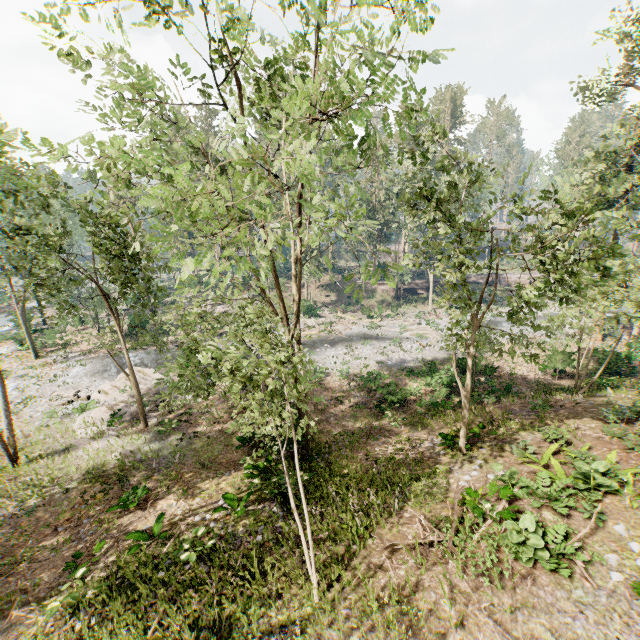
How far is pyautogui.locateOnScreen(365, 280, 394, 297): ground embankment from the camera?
49.6m

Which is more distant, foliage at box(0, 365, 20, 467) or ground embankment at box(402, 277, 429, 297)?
ground embankment at box(402, 277, 429, 297)

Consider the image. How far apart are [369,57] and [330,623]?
11.8m

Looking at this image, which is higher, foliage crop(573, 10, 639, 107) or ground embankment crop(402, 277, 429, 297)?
foliage crop(573, 10, 639, 107)

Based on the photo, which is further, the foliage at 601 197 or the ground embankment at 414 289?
the ground embankment at 414 289

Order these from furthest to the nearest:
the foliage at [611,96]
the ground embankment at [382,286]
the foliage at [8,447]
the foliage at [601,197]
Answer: the ground embankment at [382,286]
the foliage at [611,96]
the foliage at [8,447]
the foliage at [601,197]

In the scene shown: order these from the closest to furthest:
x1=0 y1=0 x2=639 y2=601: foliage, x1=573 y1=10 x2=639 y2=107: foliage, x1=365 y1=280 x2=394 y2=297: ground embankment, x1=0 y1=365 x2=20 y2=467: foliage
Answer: x1=0 y1=0 x2=639 y2=601: foliage → x1=0 y1=365 x2=20 y2=467: foliage → x1=573 y1=10 x2=639 y2=107: foliage → x1=365 y1=280 x2=394 y2=297: ground embankment
